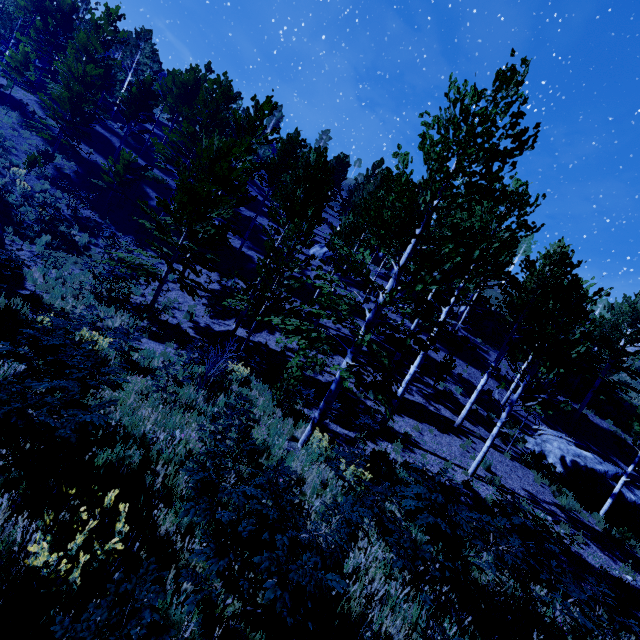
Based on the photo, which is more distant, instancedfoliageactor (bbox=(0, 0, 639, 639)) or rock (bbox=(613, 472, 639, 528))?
rock (bbox=(613, 472, 639, 528))

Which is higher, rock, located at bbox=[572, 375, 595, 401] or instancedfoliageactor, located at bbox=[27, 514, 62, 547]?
rock, located at bbox=[572, 375, 595, 401]

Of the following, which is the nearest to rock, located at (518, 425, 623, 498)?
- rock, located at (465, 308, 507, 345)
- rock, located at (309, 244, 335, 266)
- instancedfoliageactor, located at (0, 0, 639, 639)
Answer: instancedfoliageactor, located at (0, 0, 639, 639)

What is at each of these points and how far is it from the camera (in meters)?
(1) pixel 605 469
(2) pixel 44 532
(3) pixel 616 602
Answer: (1) rock, 16.73
(2) instancedfoliageactor, 2.66
(3) instancedfoliageactor, 7.30

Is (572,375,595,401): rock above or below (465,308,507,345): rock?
below

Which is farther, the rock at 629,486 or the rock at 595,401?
the rock at 595,401

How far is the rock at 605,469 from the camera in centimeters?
1639cm

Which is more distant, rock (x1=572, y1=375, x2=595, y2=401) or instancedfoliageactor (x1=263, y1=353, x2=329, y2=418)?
rock (x1=572, y1=375, x2=595, y2=401)
